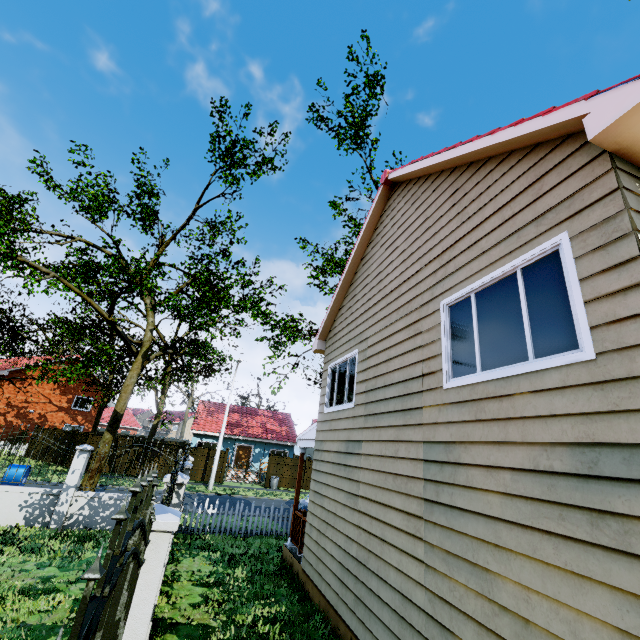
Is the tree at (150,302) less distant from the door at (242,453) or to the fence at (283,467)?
the fence at (283,467)

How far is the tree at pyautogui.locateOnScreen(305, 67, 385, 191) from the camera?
18.8 meters

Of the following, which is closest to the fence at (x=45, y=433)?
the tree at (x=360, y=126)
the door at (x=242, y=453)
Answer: the tree at (x=360, y=126)

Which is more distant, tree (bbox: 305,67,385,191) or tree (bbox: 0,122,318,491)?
tree (bbox: 305,67,385,191)

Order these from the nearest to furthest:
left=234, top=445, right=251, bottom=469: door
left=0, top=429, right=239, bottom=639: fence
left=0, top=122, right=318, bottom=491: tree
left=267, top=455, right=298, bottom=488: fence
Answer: left=0, top=429, right=239, bottom=639: fence < left=0, top=122, right=318, bottom=491: tree < left=267, top=455, right=298, bottom=488: fence < left=234, top=445, right=251, bottom=469: door

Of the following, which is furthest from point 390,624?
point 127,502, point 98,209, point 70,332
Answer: point 70,332

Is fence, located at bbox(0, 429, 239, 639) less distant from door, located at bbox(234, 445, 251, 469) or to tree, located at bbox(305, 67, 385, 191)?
tree, located at bbox(305, 67, 385, 191)
